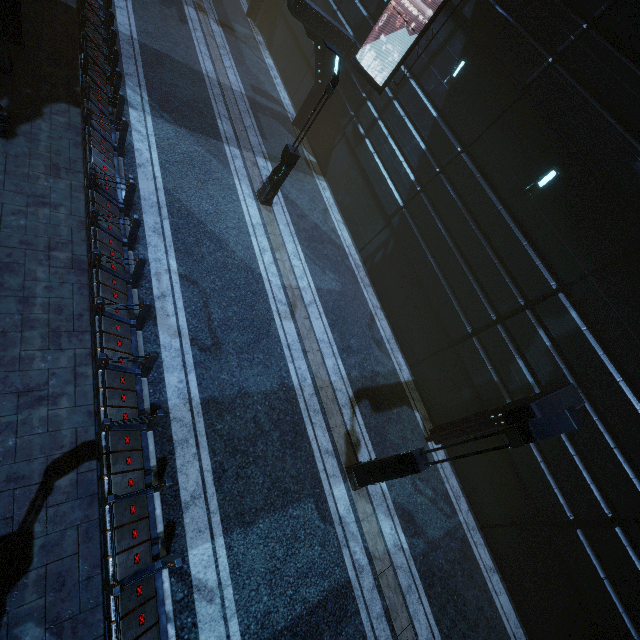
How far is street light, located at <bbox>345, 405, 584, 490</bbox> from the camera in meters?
5.8

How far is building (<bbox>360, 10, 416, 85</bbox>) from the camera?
13.71m

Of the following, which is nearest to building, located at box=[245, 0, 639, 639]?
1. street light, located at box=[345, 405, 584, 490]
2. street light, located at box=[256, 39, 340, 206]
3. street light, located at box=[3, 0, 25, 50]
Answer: street light, located at box=[345, 405, 584, 490]

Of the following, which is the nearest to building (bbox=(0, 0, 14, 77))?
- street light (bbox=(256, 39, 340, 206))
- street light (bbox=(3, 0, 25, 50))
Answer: street light (bbox=(3, 0, 25, 50))

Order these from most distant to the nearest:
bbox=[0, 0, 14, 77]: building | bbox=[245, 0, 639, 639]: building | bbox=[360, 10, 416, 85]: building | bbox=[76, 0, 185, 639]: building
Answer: bbox=[360, 10, 416, 85]: building
bbox=[245, 0, 639, 639]: building
bbox=[0, 0, 14, 77]: building
bbox=[76, 0, 185, 639]: building

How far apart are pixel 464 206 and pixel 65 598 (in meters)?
14.20

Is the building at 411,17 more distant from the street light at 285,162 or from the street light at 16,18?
the street light at 285,162

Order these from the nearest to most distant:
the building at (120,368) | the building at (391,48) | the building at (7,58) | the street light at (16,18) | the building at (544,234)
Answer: the building at (120,368), the building at (7,58), the building at (544,234), the street light at (16,18), the building at (391,48)
